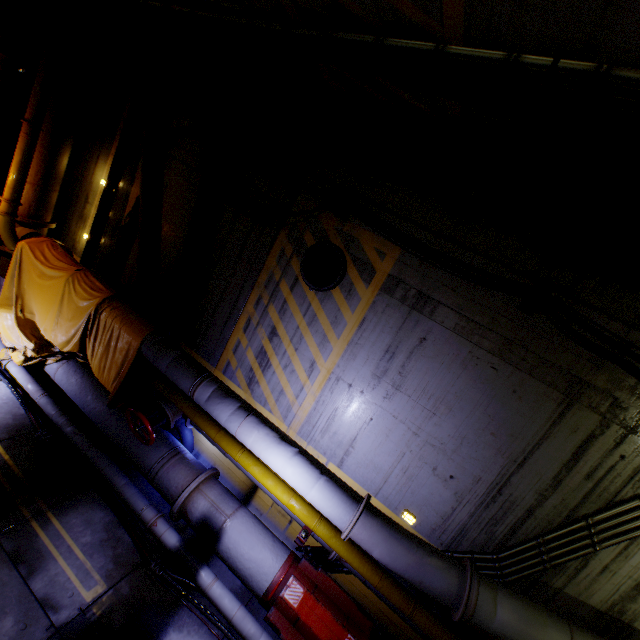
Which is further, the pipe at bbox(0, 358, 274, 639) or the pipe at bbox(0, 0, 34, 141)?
the pipe at bbox(0, 0, 34, 141)

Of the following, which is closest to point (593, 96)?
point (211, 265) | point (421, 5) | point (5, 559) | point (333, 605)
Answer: point (421, 5)

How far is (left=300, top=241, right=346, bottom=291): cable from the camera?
5.2 meters

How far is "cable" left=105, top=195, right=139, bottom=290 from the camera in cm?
695

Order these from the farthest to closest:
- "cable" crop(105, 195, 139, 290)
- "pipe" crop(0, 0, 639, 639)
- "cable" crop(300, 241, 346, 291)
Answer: "cable" crop(105, 195, 139, 290)
"cable" crop(300, 241, 346, 291)
"pipe" crop(0, 0, 639, 639)

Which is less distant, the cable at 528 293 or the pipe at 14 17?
the cable at 528 293

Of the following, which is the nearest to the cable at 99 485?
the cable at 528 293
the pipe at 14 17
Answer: the pipe at 14 17

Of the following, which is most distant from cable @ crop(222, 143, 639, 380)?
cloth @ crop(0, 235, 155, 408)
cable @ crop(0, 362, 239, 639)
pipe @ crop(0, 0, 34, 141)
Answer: cable @ crop(0, 362, 239, 639)
